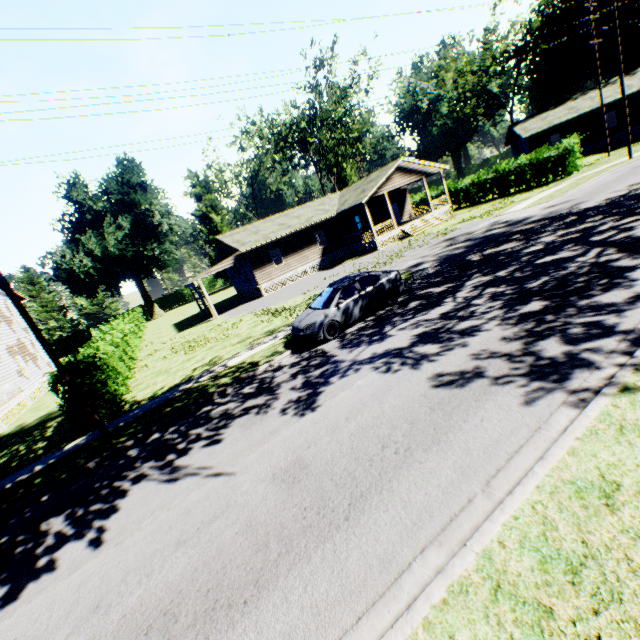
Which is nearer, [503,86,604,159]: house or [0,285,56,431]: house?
[0,285,56,431]: house

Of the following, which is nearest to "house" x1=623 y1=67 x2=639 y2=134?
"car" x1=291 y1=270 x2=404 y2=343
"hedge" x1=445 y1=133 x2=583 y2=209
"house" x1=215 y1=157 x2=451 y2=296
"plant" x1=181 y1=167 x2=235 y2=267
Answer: "hedge" x1=445 y1=133 x2=583 y2=209

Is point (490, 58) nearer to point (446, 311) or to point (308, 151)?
point (308, 151)

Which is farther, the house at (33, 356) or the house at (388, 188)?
the house at (388, 188)

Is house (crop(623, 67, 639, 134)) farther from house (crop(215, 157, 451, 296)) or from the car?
the car

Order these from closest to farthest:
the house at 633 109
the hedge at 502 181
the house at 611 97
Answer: the hedge at 502 181
the house at 633 109
the house at 611 97

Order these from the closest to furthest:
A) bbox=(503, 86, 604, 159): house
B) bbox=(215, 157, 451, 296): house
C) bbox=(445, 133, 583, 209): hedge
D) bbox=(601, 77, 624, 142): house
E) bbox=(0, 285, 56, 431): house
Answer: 1. bbox=(0, 285, 56, 431): house
2. bbox=(445, 133, 583, 209): hedge
3. bbox=(215, 157, 451, 296): house
4. bbox=(601, 77, 624, 142): house
5. bbox=(503, 86, 604, 159): house

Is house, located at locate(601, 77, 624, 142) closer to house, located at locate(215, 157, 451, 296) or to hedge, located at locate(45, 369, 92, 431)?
house, located at locate(215, 157, 451, 296)
